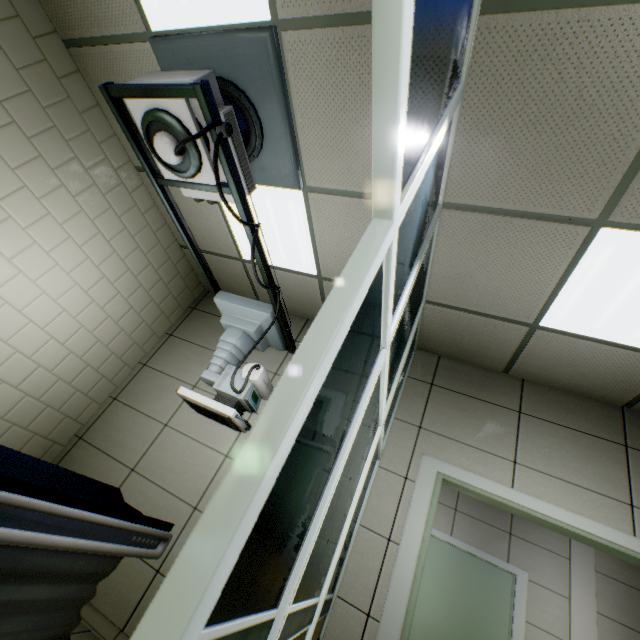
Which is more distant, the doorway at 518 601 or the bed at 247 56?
the doorway at 518 601

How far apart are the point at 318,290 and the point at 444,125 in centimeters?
229cm

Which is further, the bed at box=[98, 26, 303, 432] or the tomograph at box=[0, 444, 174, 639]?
the bed at box=[98, 26, 303, 432]

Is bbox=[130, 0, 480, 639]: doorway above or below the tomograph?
above

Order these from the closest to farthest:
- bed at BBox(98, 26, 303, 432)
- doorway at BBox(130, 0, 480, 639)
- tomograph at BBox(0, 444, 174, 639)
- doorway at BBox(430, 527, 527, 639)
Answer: doorway at BBox(130, 0, 480, 639) < tomograph at BBox(0, 444, 174, 639) < bed at BBox(98, 26, 303, 432) < doorway at BBox(430, 527, 527, 639)

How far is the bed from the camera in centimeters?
185cm

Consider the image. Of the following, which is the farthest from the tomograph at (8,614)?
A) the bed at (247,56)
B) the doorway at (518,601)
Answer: the doorway at (518,601)

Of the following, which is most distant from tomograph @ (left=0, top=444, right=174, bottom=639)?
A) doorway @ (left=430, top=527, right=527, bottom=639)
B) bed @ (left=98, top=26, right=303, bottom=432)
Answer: doorway @ (left=430, top=527, right=527, bottom=639)
